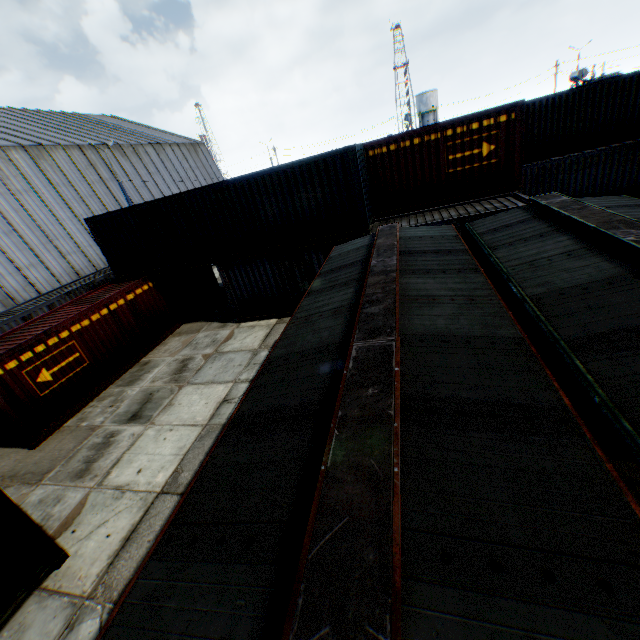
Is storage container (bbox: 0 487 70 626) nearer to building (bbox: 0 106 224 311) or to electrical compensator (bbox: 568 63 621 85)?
building (bbox: 0 106 224 311)

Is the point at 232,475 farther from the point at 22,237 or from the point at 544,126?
the point at 22,237

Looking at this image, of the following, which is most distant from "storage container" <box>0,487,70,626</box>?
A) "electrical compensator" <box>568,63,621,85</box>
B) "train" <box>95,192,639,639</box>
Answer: "electrical compensator" <box>568,63,621,85</box>

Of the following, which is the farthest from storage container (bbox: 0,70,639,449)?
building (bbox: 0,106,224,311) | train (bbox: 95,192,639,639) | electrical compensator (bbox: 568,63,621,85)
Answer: electrical compensator (bbox: 568,63,621,85)

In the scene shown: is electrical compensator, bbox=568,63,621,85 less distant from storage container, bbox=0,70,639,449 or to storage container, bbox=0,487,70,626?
storage container, bbox=0,70,639,449

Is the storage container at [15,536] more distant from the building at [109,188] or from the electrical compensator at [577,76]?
the electrical compensator at [577,76]

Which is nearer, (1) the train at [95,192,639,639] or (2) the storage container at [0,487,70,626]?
(1) the train at [95,192,639,639]

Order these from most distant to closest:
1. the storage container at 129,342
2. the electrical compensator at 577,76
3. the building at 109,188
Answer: the electrical compensator at 577,76
the building at 109,188
the storage container at 129,342
